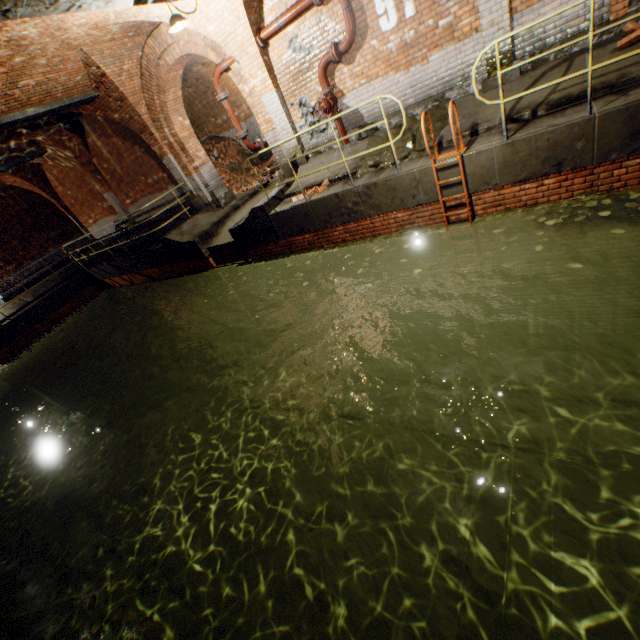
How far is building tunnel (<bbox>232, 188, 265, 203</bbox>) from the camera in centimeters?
1164cm

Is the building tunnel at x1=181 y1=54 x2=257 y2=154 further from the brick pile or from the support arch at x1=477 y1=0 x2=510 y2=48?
the support arch at x1=477 y1=0 x2=510 y2=48

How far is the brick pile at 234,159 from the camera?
14.2 meters

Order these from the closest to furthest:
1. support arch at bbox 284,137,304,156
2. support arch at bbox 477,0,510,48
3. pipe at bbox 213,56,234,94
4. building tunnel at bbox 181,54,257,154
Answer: support arch at bbox 477,0,510,48 → pipe at bbox 213,56,234,94 → support arch at bbox 284,137,304,156 → building tunnel at bbox 181,54,257,154

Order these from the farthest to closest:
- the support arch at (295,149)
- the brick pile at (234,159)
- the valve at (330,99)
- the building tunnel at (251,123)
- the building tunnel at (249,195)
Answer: Result: the brick pile at (234,159) → the building tunnel at (251,123) → the building tunnel at (249,195) → the support arch at (295,149) → the valve at (330,99)

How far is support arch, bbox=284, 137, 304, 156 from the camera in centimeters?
873cm

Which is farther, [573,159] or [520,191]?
[520,191]

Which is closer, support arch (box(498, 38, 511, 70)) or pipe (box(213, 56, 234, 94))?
support arch (box(498, 38, 511, 70))
